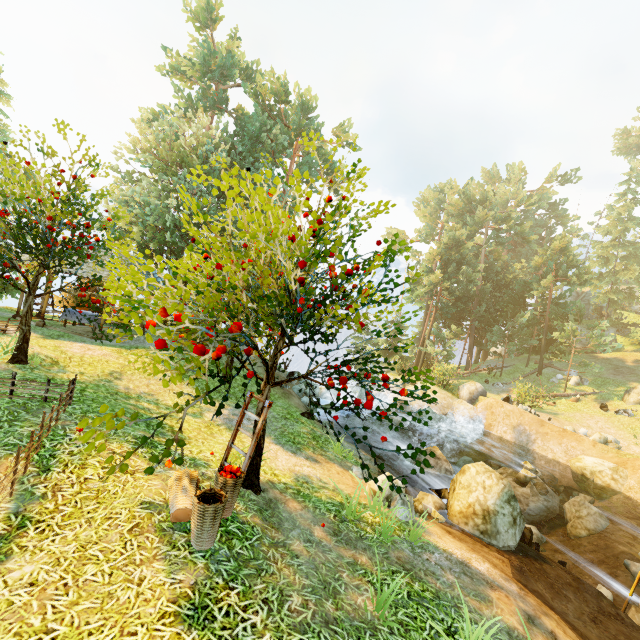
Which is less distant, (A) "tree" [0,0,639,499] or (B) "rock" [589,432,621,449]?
(A) "tree" [0,0,639,499]

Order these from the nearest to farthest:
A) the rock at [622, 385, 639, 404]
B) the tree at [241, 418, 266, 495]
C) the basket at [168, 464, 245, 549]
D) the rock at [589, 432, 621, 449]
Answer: the basket at [168, 464, 245, 549] → the tree at [241, 418, 266, 495] → the rock at [589, 432, 621, 449] → the rock at [622, 385, 639, 404]

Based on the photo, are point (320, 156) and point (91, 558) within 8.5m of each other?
no

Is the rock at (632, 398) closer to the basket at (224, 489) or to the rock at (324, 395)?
the rock at (324, 395)

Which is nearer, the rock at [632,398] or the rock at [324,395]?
the rock at [324,395]

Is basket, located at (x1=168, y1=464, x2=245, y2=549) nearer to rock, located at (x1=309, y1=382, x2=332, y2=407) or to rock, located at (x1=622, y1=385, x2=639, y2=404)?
rock, located at (x1=309, y1=382, x2=332, y2=407)

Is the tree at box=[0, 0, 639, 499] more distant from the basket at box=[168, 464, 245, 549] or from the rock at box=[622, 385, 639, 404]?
the rock at box=[622, 385, 639, 404]

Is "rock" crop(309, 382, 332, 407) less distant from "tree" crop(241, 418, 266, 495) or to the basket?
"tree" crop(241, 418, 266, 495)
